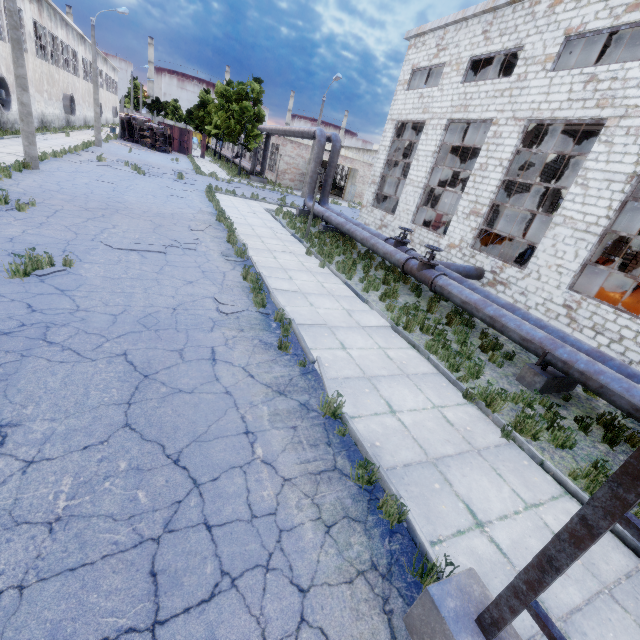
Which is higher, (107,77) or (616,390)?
(107,77)

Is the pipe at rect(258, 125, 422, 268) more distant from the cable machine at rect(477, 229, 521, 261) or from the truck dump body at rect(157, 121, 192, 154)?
the cable machine at rect(477, 229, 521, 261)

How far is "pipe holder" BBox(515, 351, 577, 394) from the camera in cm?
736

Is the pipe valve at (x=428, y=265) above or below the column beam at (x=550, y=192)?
below

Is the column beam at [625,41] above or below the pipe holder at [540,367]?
above

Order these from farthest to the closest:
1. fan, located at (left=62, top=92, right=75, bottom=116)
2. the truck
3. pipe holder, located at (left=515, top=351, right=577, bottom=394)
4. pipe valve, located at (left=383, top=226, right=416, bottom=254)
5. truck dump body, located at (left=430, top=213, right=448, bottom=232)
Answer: the truck → truck dump body, located at (left=430, top=213, right=448, bottom=232) → fan, located at (left=62, top=92, right=75, bottom=116) → pipe valve, located at (left=383, top=226, right=416, bottom=254) → pipe holder, located at (left=515, top=351, right=577, bottom=394)

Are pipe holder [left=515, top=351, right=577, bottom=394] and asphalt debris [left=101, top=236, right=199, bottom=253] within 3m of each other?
no

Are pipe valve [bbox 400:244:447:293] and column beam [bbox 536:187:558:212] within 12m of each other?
no
